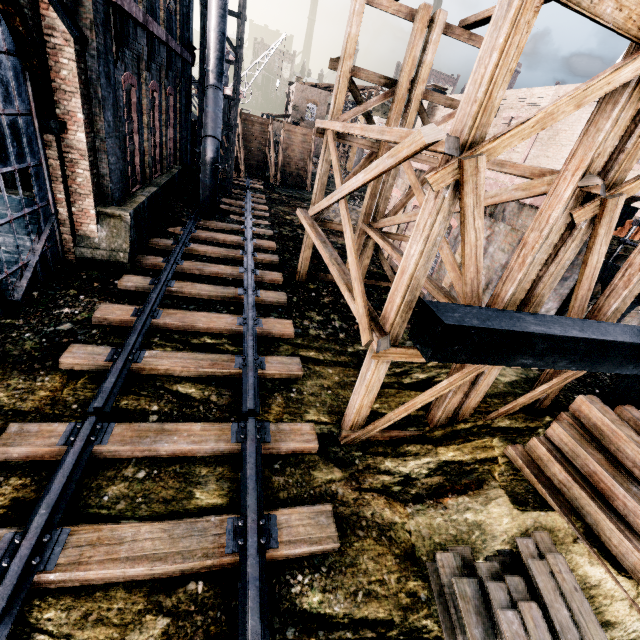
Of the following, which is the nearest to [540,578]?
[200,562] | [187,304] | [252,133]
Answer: [200,562]

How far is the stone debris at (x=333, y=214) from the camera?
24.2 meters

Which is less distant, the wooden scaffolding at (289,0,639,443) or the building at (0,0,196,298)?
the wooden scaffolding at (289,0,639,443)

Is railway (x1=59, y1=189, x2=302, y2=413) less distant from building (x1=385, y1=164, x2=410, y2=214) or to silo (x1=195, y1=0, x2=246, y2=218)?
silo (x1=195, y1=0, x2=246, y2=218)

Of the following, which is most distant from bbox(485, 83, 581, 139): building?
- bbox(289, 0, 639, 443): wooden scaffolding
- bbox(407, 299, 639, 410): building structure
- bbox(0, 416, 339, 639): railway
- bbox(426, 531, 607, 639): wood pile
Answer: bbox(426, 531, 607, 639): wood pile

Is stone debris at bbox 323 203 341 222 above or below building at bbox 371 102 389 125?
below

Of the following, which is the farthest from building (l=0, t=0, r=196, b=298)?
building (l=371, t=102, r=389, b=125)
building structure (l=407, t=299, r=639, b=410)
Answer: building (l=371, t=102, r=389, b=125)

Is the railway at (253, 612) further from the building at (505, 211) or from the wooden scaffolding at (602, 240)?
the building at (505, 211)
